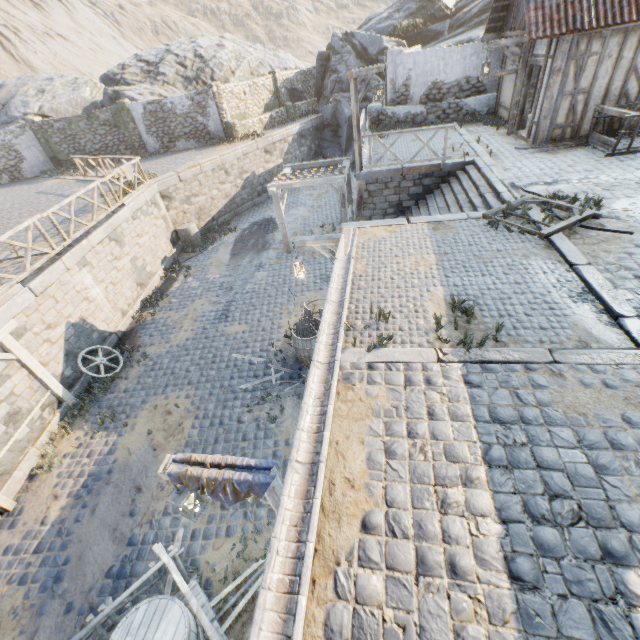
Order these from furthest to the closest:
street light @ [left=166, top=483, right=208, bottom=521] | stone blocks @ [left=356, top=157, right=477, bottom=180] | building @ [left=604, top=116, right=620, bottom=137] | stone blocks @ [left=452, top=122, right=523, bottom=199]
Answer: stone blocks @ [left=356, top=157, right=477, bottom=180], building @ [left=604, top=116, right=620, bottom=137], stone blocks @ [left=452, top=122, right=523, bottom=199], street light @ [left=166, top=483, right=208, bottom=521]

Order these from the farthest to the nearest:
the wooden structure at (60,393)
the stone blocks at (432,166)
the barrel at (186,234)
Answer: the barrel at (186,234), the stone blocks at (432,166), the wooden structure at (60,393)

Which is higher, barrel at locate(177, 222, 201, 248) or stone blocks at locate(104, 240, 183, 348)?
barrel at locate(177, 222, 201, 248)

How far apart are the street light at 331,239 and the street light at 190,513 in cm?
614

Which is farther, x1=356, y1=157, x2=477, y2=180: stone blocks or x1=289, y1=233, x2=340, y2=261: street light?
x1=356, y1=157, x2=477, y2=180: stone blocks

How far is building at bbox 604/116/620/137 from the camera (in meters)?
10.15

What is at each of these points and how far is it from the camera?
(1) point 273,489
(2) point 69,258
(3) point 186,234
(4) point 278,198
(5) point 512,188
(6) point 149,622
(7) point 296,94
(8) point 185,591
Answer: (1) wooden structure, 4.0 meters
(2) stone blocks, 9.8 meters
(3) barrel, 16.4 meters
(4) awning, 13.3 meters
(5) stone blocks, 8.5 meters
(6) barrel, 3.9 meters
(7) rock, 25.6 meters
(8) wagon, 4.3 meters

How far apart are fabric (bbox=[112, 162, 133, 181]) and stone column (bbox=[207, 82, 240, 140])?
9.0m
